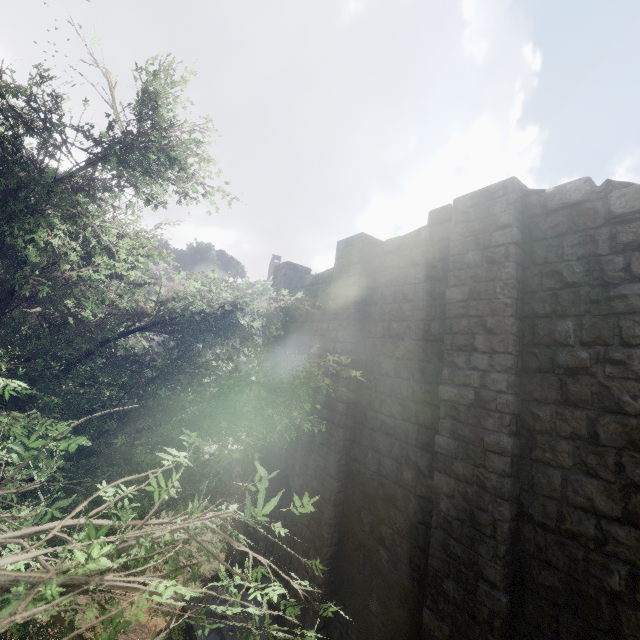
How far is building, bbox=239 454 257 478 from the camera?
12.5m

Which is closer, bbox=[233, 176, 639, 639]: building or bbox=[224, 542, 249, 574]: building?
bbox=[233, 176, 639, 639]: building

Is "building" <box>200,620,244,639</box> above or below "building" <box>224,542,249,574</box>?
below

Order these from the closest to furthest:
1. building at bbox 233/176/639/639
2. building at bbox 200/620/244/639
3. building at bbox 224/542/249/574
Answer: building at bbox 233/176/639/639, building at bbox 200/620/244/639, building at bbox 224/542/249/574

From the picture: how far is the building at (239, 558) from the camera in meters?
12.0

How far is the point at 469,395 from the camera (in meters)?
5.85
